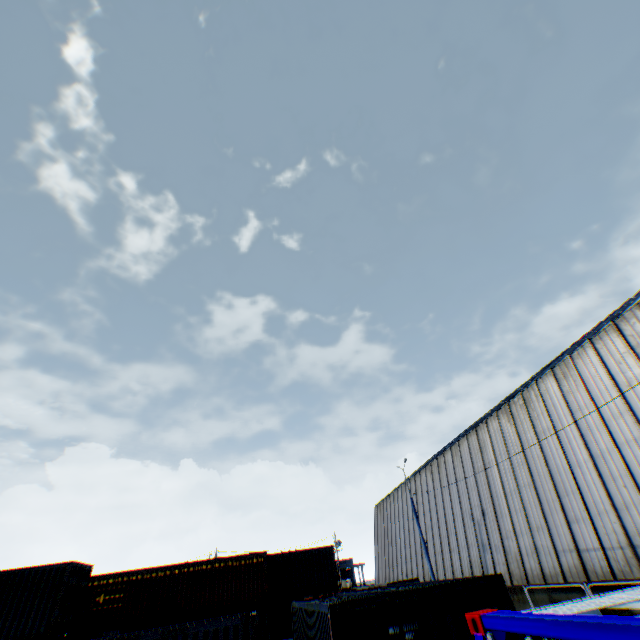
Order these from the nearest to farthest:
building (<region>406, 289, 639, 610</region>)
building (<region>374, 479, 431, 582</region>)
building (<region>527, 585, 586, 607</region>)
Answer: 1. building (<region>406, 289, 639, 610</region>)
2. building (<region>527, 585, 586, 607</region>)
3. building (<region>374, 479, 431, 582</region>)

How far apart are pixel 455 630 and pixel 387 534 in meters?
36.6 m

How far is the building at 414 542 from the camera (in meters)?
31.41

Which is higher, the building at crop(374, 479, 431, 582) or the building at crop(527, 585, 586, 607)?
the building at crop(374, 479, 431, 582)

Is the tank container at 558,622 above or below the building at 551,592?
above

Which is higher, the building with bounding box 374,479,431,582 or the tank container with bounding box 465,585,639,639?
the building with bounding box 374,479,431,582
